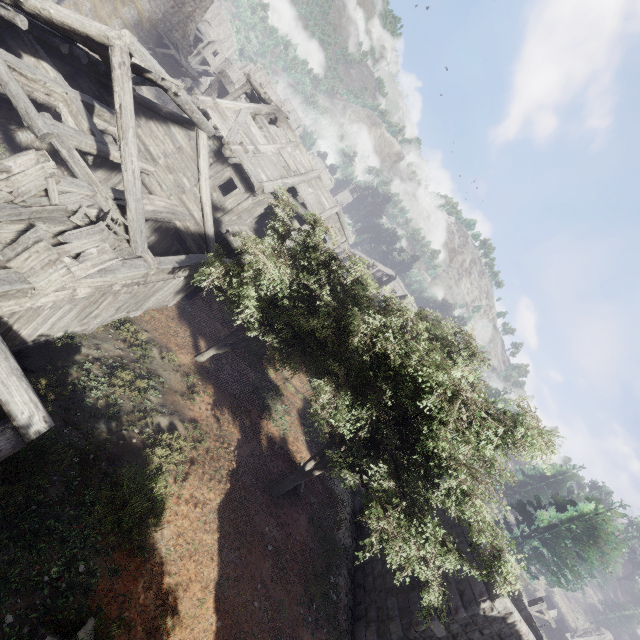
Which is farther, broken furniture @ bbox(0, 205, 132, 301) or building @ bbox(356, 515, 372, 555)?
building @ bbox(356, 515, 372, 555)

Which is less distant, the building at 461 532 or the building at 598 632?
the building at 461 532

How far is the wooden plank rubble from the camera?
8.35m

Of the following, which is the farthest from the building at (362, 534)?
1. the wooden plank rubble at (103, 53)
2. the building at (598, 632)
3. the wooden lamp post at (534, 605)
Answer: the building at (598, 632)

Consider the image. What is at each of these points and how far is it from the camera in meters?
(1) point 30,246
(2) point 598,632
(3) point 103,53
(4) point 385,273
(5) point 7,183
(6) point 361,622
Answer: (1) broken furniture, 5.7
(2) building, 35.4
(3) wooden plank rubble, 8.6
(4) building, 48.0
(5) broken furniture, 6.3
(6) building, 10.8

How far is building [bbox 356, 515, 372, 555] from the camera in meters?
13.3 m

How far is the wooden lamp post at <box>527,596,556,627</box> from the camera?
15.18m
